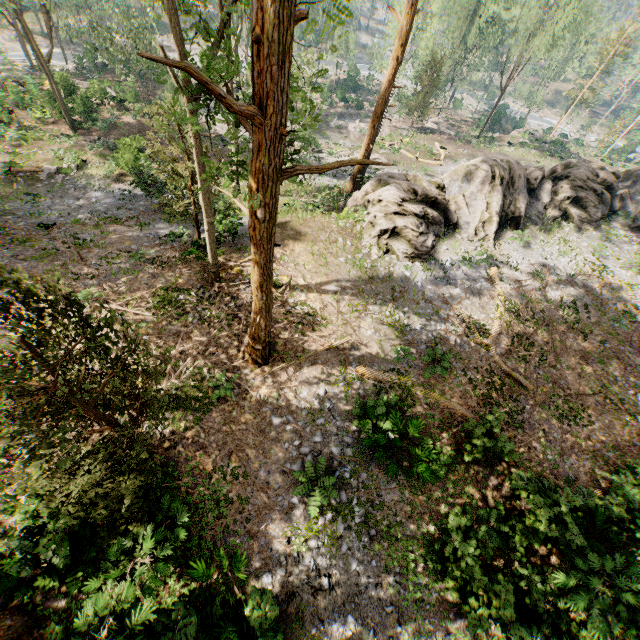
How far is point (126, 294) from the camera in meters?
13.5 m

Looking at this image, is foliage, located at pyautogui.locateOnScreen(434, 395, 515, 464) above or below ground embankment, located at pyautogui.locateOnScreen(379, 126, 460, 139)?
above

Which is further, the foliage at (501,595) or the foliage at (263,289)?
the foliage at (501,595)

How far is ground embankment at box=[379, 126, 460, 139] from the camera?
40.6m

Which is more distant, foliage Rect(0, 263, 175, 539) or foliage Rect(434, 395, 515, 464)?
foliage Rect(434, 395, 515, 464)

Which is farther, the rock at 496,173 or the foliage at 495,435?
the rock at 496,173

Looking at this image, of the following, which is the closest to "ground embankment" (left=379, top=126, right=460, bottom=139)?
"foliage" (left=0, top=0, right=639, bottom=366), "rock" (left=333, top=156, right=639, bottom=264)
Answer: "foliage" (left=0, top=0, right=639, bottom=366)
